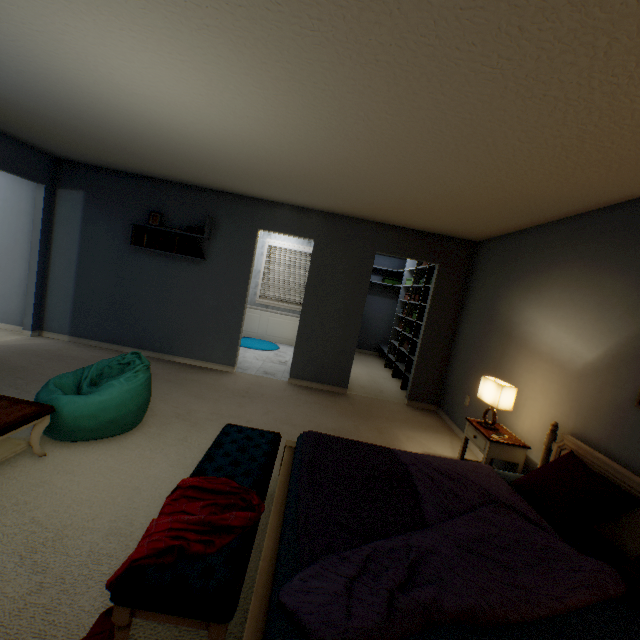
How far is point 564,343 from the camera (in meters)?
2.59

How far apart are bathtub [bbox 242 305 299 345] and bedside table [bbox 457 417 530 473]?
4.7m

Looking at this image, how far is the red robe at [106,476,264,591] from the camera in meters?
1.1 m

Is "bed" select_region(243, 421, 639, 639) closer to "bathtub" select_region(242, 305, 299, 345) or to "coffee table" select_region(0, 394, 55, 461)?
"coffee table" select_region(0, 394, 55, 461)

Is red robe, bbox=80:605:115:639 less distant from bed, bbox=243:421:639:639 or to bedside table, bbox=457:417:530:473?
bed, bbox=243:421:639:639

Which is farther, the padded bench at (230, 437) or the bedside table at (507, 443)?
the bedside table at (507, 443)

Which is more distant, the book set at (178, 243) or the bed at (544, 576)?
the book set at (178, 243)

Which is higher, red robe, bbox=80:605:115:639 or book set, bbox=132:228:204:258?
book set, bbox=132:228:204:258
